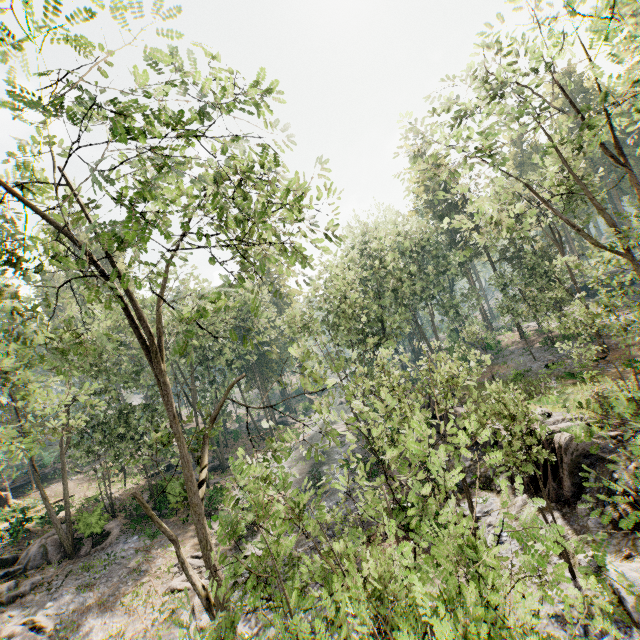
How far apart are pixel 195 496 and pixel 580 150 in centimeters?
2267cm

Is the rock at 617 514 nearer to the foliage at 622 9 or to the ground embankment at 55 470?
the foliage at 622 9

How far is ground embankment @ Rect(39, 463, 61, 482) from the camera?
38.78m

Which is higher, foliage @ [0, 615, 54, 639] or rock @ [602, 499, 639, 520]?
rock @ [602, 499, 639, 520]

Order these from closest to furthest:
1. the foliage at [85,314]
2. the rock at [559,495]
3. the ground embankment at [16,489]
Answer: the foliage at [85,314], the rock at [559,495], the ground embankment at [16,489]

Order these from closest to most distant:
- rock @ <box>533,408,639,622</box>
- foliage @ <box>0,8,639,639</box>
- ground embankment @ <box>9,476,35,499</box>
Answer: foliage @ <box>0,8,639,639</box>, rock @ <box>533,408,639,622</box>, ground embankment @ <box>9,476,35,499</box>

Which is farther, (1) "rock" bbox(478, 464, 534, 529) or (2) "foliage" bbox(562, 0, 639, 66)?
(1) "rock" bbox(478, 464, 534, 529)
